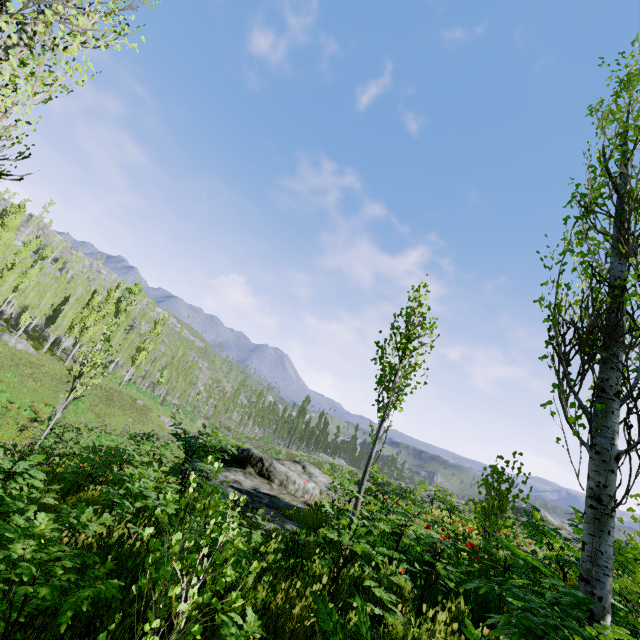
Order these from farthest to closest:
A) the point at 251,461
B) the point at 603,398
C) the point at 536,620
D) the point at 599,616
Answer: the point at 251,461 < the point at 603,398 < the point at 599,616 < the point at 536,620

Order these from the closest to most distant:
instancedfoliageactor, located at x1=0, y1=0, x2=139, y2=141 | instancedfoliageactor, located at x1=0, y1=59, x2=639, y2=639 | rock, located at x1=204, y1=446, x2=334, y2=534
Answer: instancedfoliageactor, located at x1=0, y1=59, x2=639, y2=639 < instancedfoliageactor, located at x1=0, y1=0, x2=139, y2=141 < rock, located at x1=204, y1=446, x2=334, y2=534

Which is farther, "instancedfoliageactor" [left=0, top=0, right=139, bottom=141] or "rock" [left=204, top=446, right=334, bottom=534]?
"rock" [left=204, top=446, right=334, bottom=534]

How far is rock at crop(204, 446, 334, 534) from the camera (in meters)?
7.31

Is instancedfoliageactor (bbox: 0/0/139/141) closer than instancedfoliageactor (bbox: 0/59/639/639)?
No

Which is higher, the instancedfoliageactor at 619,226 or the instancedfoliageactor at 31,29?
the instancedfoliageactor at 31,29

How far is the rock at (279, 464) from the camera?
7.3m
